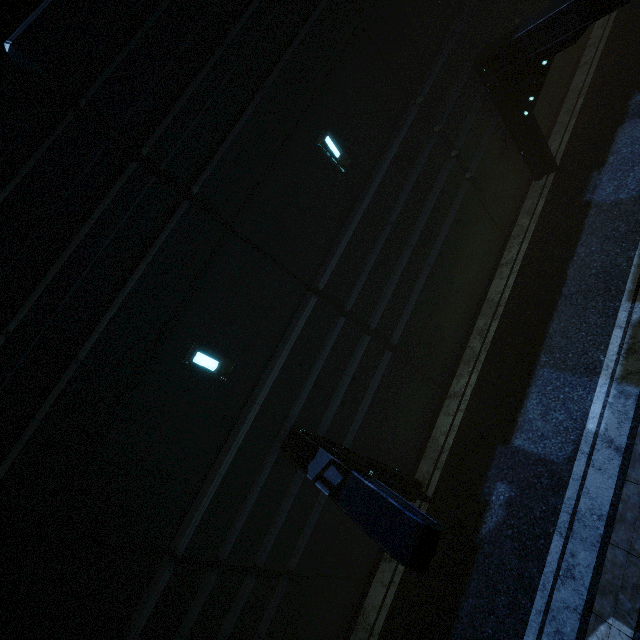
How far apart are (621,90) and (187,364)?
16.7m

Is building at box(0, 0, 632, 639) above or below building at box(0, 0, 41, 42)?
below

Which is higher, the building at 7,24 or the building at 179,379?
the building at 7,24
